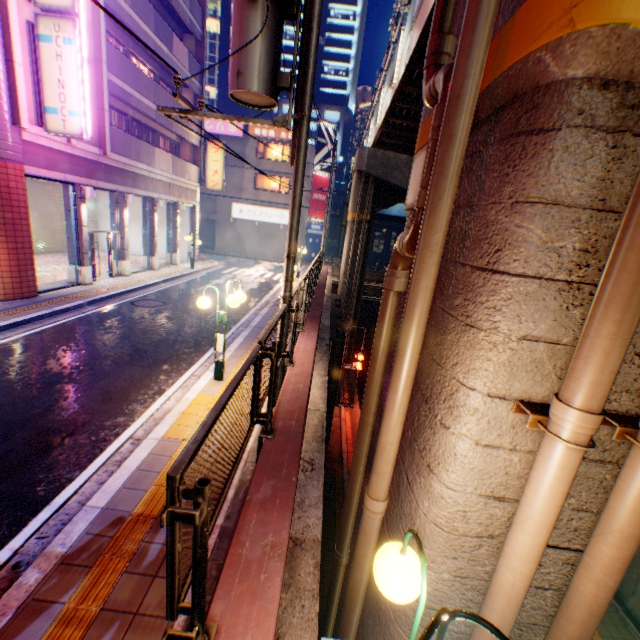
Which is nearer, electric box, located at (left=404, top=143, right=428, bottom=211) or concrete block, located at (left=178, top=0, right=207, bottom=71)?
electric box, located at (left=404, top=143, right=428, bottom=211)

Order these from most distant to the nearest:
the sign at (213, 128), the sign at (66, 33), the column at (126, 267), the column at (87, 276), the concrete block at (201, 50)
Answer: the sign at (213, 128)
the concrete block at (201, 50)
the column at (126, 267)
the column at (87, 276)
the sign at (66, 33)

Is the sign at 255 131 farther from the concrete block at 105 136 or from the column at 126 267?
the column at 126 267

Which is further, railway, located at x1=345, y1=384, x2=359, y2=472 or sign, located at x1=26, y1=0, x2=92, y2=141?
railway, located at x1=345, y1=384, x2=359, y2=472

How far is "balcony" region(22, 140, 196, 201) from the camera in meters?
11.1

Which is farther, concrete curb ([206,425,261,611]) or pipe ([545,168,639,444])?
concrete curb ([206,425,261,611])

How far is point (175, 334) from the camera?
10.6m

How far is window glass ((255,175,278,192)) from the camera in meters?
33.5 m
